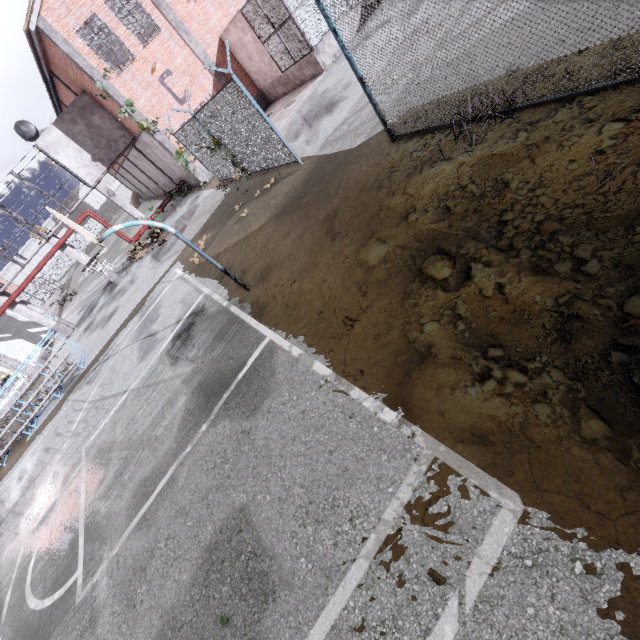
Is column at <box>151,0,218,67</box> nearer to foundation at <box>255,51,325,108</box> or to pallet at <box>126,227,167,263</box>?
foundation at <box>255,51,325,108</box>

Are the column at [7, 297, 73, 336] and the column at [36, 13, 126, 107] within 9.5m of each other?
no

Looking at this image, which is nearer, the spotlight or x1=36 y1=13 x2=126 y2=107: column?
x1=36 y1=13 x2=126 y2=107: column

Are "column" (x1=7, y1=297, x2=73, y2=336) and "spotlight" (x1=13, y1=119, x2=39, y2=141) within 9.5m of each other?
yes

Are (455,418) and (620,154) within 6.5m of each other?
yes

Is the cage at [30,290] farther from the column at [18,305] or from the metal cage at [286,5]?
the metal cage at [286,5]

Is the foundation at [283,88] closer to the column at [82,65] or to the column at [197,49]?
the column at [197,49]

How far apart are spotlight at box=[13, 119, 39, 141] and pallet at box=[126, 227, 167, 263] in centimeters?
730cm
